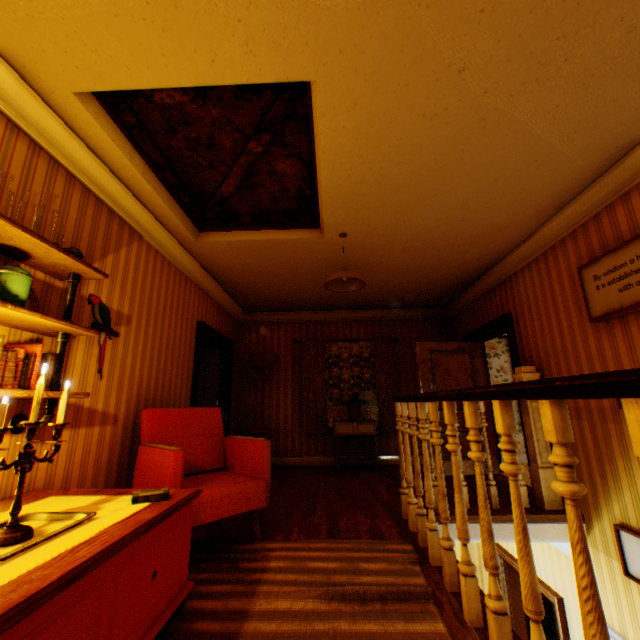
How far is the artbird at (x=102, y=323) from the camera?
2.7 meters

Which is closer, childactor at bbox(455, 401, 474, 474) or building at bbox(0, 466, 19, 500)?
building at bbox(0, 466, 19, 500)

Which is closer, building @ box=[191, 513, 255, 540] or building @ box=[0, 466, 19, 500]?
building @ box=[0, 466, 19, 500]

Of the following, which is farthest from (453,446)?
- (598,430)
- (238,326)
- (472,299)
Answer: (238,326)

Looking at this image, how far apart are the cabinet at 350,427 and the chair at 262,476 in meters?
2.8 m

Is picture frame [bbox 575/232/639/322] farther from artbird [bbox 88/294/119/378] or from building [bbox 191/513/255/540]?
artbird [bbox 88/294/119/378]

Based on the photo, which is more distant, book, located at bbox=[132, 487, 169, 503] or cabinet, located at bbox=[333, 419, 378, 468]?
cabinet, located at bbox=[333, 419, 378, 468]

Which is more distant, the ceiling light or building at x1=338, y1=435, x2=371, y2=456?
building at x1=338, y1=435, x2=371, y2=456
